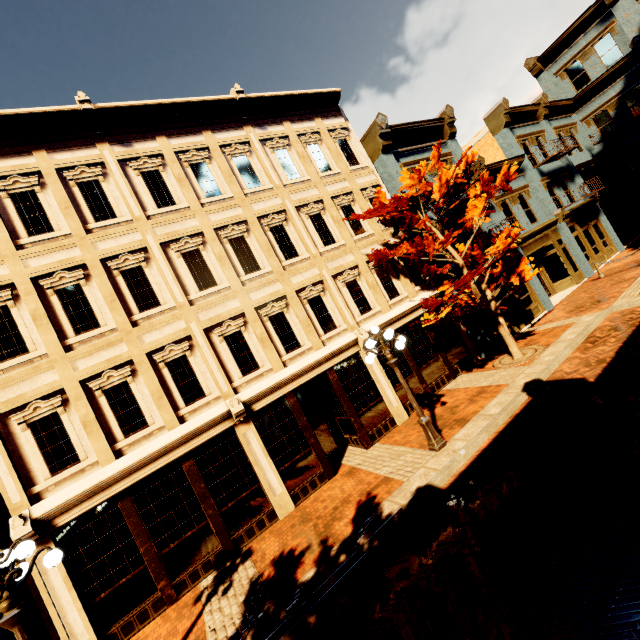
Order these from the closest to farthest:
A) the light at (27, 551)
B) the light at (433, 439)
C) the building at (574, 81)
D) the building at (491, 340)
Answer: the light at (27, 551)
the light at (433, 439)
the building at (491, 340)
the building at (574, 81)

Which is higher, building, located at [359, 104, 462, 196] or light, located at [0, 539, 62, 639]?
building, located at [359, 104, 462, 196]

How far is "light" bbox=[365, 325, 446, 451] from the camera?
8.41m

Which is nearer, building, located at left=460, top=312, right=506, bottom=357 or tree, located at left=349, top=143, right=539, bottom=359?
tree, located at left=349, top=143, right=539, bottom=359

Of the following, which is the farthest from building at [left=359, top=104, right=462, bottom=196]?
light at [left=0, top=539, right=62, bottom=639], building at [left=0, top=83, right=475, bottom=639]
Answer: light at [left=0, top=539, right=62, bottom=639]

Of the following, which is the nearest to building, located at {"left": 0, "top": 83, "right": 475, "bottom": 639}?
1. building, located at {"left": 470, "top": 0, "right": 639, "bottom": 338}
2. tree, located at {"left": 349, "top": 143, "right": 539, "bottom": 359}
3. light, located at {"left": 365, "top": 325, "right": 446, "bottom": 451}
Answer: building, located at {"left": 470, "top": 0, "right": 639, "bottom": 338}

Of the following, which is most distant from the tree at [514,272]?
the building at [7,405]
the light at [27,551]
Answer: the light at [27,551]

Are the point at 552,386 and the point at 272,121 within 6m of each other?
no
